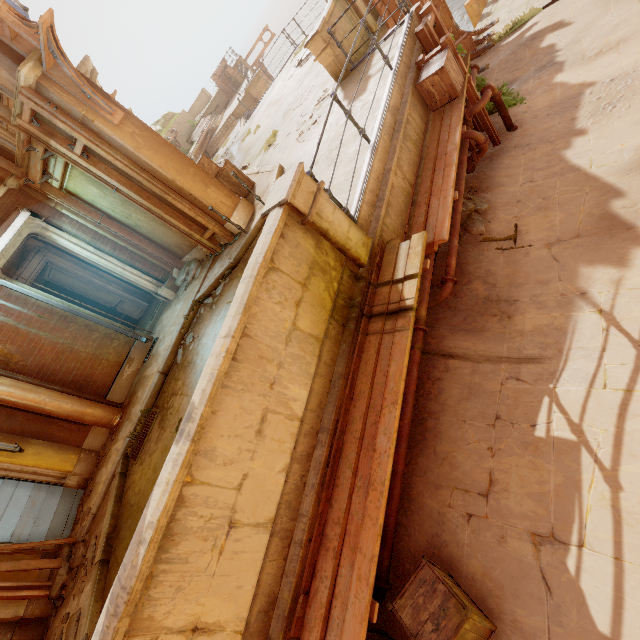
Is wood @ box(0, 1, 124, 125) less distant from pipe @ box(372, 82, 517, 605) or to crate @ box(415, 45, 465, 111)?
crate @ box(415, 45, 465, 111)

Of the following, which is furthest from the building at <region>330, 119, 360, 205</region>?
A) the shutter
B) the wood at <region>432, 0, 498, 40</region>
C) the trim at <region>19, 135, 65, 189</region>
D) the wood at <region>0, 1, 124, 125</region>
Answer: the trim at <region>19, 135, 65, 189</region>

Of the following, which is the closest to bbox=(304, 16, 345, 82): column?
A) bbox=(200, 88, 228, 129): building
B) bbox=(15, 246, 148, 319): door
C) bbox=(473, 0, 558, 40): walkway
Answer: bbox=(473, 0, 558, 40): walkway

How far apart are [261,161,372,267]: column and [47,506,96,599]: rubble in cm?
634

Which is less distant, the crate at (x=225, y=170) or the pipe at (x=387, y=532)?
the pipe at (x=387, y=532)

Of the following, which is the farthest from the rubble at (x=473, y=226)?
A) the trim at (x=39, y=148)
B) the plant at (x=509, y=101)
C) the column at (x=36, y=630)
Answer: the column at (x=36, y=630)

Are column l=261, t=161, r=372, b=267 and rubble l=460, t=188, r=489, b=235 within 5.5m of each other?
yes

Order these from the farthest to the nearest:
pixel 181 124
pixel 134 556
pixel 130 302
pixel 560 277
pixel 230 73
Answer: pixel 230 73
pixel 181 124
pixel 130 302
pixel 560 277
pixel 134 556
